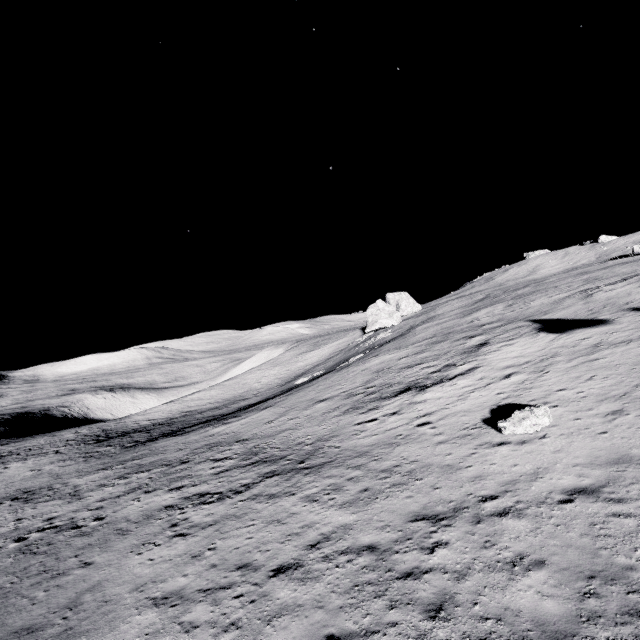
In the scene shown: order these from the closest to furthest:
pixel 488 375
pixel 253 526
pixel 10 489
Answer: pixel 253 526, pixel 488 375, pixel 10 489

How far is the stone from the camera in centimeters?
1181cm

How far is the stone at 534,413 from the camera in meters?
11.8
